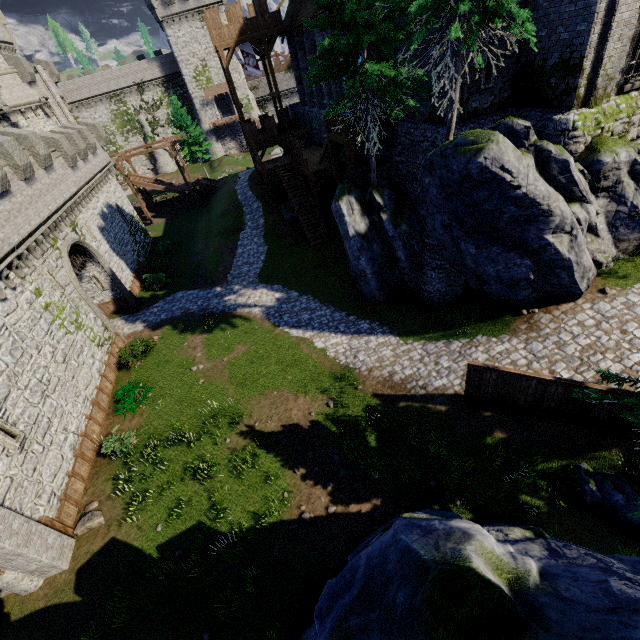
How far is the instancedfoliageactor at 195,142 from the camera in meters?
41.9 m

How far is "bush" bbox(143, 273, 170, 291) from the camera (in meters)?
26.44

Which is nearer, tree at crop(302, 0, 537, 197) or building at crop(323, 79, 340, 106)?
tree at crop(302, 0, 537, 197)

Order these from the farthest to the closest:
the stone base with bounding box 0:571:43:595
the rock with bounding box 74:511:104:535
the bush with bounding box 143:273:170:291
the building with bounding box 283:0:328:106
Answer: the bush with bounding box 143:273:170:291
the building with bounding box 283:0:328:106
the rock with bounding box 74:511:104:535
the stone base with bounding box 0:571:43:595

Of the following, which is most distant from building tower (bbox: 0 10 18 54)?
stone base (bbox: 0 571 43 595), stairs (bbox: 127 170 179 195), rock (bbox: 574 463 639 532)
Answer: rock (bbox: 574 463 639 532)

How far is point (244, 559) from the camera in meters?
10.5

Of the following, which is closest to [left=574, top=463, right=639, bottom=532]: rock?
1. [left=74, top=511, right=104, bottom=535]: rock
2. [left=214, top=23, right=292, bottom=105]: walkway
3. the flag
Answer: [left=74, top=511, right=104, bottom=535]: rock

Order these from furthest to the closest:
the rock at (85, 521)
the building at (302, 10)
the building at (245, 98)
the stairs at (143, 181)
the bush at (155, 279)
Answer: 1. the building at (245, 98)
2. the stairs at (143, 181)
3. the bush at (155, 279)
4. the building at (302, 10)
5. the rock at (85, 521)
